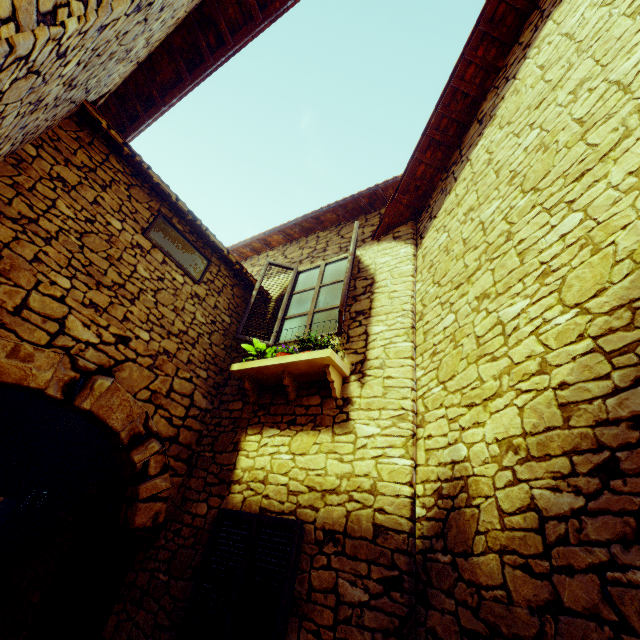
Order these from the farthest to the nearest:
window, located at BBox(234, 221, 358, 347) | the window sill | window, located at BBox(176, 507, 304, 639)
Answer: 1. window, located at BBox(234, 221, 358, 347)
2. the window sill
3. window, located at BBox(176, 507, 304, 639)

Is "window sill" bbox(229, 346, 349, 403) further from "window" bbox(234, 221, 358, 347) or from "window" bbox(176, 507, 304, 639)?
"window" bbox(176, 507, 304, 639)

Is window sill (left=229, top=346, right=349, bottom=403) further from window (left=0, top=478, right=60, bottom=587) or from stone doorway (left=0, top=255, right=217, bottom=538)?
window (left=0, top=478, right=60, bottom=587)

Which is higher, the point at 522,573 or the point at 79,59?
the point at 79,59

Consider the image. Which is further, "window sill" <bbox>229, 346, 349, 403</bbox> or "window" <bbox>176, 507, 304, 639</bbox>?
"window sill" <bbox>229, 346, 349, 403</bbox>

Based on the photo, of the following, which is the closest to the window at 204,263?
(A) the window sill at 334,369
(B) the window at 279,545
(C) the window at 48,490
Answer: (A) the window sill at 334,369

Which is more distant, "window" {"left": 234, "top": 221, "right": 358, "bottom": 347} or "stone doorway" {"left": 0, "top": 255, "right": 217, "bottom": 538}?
"window" {"left": 234, "top": 221, "right": 358, "bottom": 347}

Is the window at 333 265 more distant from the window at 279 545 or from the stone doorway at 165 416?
the window at 279 545
